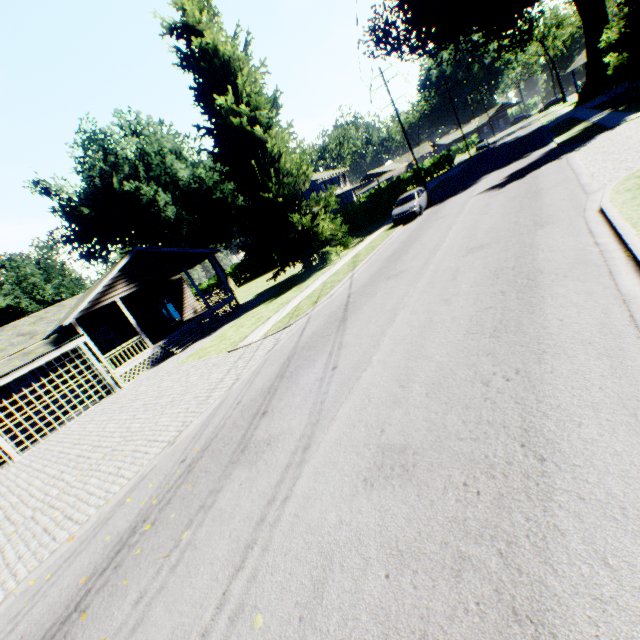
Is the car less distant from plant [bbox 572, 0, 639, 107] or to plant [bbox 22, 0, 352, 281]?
plant [bbox 22, 0, 352, 281]

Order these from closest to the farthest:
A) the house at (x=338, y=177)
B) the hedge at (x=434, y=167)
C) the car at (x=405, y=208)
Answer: the car at (x=405, y=208), the house at (x=338, y=177), the hedge at (x=434, y=167)

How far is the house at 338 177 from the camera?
47.4 meters

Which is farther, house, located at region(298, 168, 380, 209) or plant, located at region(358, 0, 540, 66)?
house, located at region(298, 168, 380, 209)

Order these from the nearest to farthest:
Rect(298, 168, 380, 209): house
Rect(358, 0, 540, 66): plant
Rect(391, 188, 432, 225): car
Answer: Rect(391, 188, 432, 225): car < Rect(358, 0, 540, 66): plant < Rect(298, 168, 380, 209): house

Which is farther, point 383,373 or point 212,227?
point 212,227

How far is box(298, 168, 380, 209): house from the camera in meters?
47.4

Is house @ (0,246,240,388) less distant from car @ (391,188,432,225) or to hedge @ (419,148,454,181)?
hedge @ (419,148,454,181)
